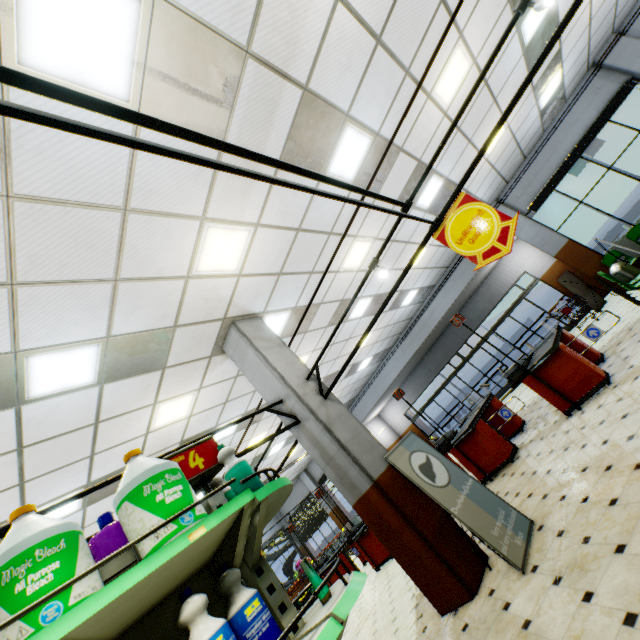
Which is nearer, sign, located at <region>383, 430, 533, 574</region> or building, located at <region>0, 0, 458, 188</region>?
building, located at <region>0, 0, 458, 188</region>

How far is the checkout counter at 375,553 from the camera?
8.6 meters

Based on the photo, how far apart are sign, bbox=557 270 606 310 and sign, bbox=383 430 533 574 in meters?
10.5

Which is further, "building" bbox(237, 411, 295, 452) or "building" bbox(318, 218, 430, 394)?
"building" bbox(318, 218, 430, 394)

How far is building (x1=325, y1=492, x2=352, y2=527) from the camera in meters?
18.8

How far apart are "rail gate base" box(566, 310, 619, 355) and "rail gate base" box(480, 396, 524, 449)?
1.2m

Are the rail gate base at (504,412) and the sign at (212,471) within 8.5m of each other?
yes

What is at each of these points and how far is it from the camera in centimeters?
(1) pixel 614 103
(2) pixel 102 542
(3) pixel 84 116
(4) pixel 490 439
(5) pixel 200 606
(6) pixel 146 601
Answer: (1) curtain, 956cm
(2) shampoo, 169cm
(3) building, 264cm
(4) checkout counter, 645cm
(5) bleach, 121cm
(6) shelf, 132cm
